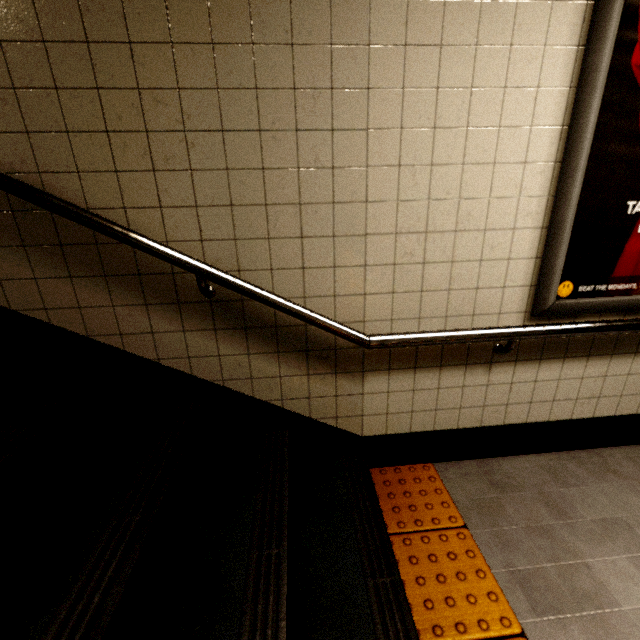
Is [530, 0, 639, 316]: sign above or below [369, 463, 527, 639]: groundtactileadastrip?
above

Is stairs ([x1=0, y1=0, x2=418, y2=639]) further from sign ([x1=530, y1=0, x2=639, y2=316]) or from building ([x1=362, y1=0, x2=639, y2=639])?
sign ([x1=530, y1=0, x2=639, y2=316])

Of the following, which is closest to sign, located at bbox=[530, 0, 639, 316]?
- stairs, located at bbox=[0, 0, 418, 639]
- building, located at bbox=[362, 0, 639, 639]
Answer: building, located at bbox=[362, 0, 639, 639]

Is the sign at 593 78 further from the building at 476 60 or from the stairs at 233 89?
the stairs at 233 89

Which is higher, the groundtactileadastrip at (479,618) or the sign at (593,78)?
the sign at (593,78)

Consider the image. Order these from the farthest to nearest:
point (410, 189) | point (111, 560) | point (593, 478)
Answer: point (593, 478) < point (410, 189) < point (111, 560)
